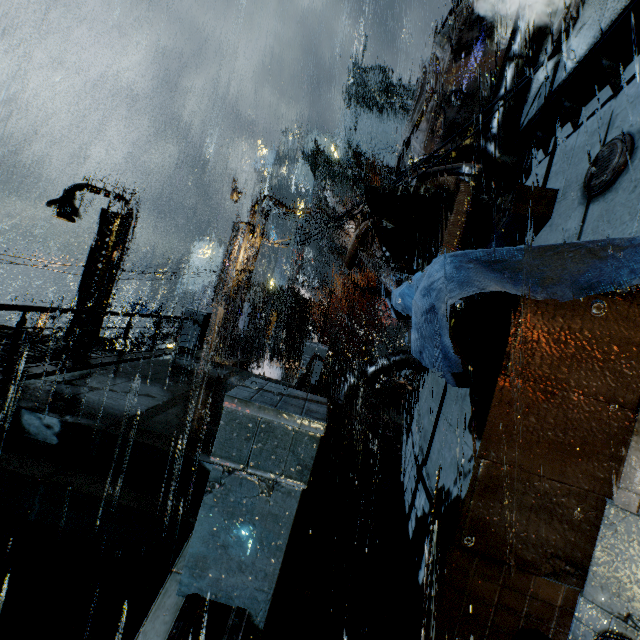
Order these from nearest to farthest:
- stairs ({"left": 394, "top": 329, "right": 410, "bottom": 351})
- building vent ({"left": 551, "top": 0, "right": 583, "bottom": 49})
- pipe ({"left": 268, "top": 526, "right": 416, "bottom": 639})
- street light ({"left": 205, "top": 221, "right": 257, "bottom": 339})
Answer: pipe ({"left": 268, "top": 526, "right": 416, "bottom": 639}) < building vent ({"left": 551, "top": 0, "right": 583, "bottom": 49}) < street light ({"left": 205, "top": 221, "right": 257, "bottom": 339}) < stairs ({"left": 394, "top": 329, "right": 410, "bottom": 351})

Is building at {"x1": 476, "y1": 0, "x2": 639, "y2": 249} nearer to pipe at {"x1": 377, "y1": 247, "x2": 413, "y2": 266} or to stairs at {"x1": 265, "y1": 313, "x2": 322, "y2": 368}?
stairs at {"x1": 265, "y1": 313, "x2": 322, "y2": 368}

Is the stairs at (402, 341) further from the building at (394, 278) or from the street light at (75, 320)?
the street light at (75, 320)

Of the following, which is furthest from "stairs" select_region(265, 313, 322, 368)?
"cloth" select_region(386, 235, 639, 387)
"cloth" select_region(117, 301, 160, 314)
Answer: "cloth" select_region(386, 235, 639, 387)

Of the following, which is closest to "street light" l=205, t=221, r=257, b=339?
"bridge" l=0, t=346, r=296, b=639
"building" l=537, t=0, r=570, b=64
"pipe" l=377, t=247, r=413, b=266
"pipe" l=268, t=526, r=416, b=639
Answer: "bridge" l=0, t=346, r=296, b=639

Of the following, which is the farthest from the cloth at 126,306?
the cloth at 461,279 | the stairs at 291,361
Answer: the cloth at 461,279

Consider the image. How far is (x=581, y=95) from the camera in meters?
6.7 m

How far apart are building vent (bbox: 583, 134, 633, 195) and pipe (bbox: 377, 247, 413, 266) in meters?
8.6
